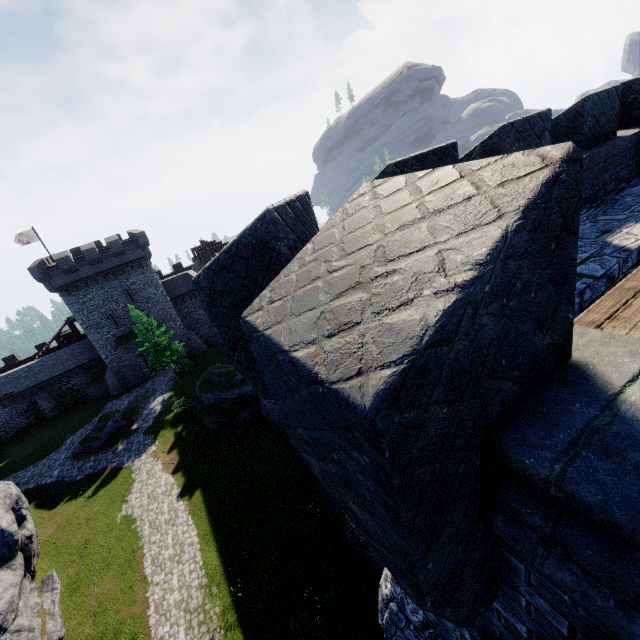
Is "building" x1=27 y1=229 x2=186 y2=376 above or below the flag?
below

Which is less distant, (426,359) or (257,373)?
(426,359)

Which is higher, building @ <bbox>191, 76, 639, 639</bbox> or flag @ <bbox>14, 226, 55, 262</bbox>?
flag @ <bbox>14, 226, 55, 262</bbox>

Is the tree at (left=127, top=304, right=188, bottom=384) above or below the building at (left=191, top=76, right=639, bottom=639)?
below

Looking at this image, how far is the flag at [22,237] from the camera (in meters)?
37.47

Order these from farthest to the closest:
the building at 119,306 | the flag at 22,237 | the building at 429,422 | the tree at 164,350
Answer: the flag at 22,237
the building at 119,306
the tree at 164,350
the building at 429,422

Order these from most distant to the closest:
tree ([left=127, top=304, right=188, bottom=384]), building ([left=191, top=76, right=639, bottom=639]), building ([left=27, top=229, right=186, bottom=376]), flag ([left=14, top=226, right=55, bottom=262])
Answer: flag ([left=14, top=226, right=55, bottom=262])
building ([left=27, top=229, right=186, bottom=376])
tree ([left=127, top=304, right=188, bottom=384])
building ([left=191, top=76, right=639, bottom=639])

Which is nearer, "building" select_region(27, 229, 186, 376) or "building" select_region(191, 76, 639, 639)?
"building" select_region(191, 76, 639, 639)
